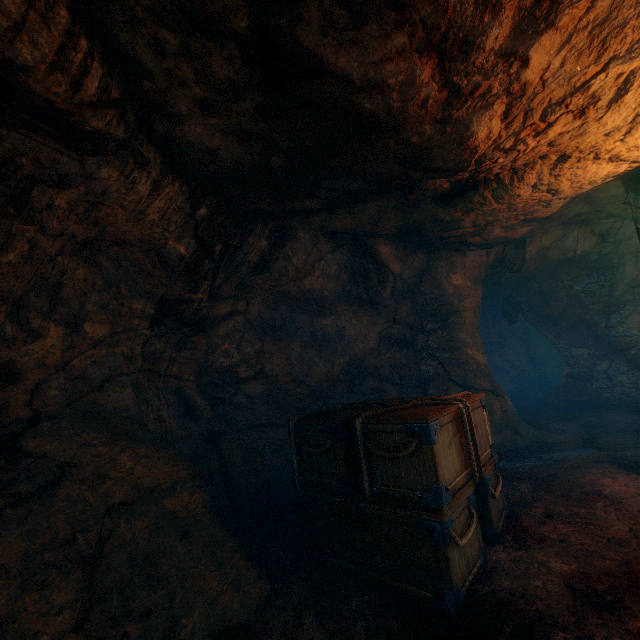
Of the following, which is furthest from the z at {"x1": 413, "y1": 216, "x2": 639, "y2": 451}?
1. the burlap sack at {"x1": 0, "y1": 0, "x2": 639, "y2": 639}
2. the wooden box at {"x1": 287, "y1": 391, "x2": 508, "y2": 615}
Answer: the wooden box at {"x1": 287, "y1": 391, "x2": 508, "y2": 615}

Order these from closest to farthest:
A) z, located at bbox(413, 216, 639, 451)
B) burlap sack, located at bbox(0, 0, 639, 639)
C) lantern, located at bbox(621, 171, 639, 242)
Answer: burlap sack, located at bbox(0, 0, 639, 639) → lantern, located at bbox(621, 171, 639, 242) → z, located at bbox(413, 216, 639, 451)

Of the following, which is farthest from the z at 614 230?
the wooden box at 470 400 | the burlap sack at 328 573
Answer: the wooden box at 470 400

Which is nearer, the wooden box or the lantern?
the wooden box

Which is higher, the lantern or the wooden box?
the lantern

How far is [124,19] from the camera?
2.5 meters

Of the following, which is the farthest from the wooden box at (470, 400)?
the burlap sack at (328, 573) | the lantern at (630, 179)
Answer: the lantern at (630, 179)

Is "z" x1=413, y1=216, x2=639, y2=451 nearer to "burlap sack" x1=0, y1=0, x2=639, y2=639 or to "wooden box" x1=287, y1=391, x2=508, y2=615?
"burlap sack" x1=0, y1=0, x2=639, y2=639
